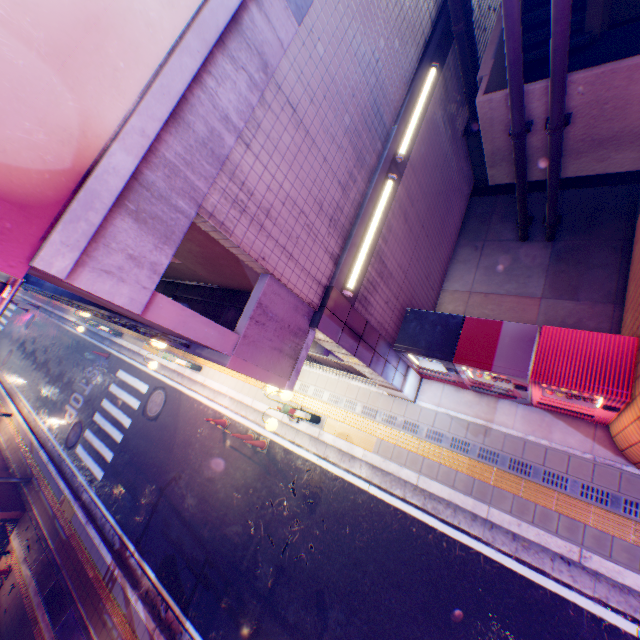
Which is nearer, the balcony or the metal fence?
the metal fence

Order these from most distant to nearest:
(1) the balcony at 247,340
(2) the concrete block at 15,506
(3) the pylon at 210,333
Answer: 1. (2) the concrete block at 15,506
2. (1) the balcony at 247,340
3. (3) the pylon at 210,333

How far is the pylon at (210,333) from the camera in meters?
2.7 m

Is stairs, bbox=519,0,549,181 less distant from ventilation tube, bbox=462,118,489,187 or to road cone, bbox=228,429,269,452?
ventilation tube, bbox=462,118,489,187

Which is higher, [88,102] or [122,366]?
[88,102]

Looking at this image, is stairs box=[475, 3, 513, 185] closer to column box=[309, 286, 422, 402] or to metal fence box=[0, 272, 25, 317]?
column box=[309, 286, 422, 402]

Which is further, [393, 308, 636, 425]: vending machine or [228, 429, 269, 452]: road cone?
[228, 429, 269, 452]: road cone

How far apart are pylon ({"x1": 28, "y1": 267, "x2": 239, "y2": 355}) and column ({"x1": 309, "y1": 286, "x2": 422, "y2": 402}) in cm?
92
